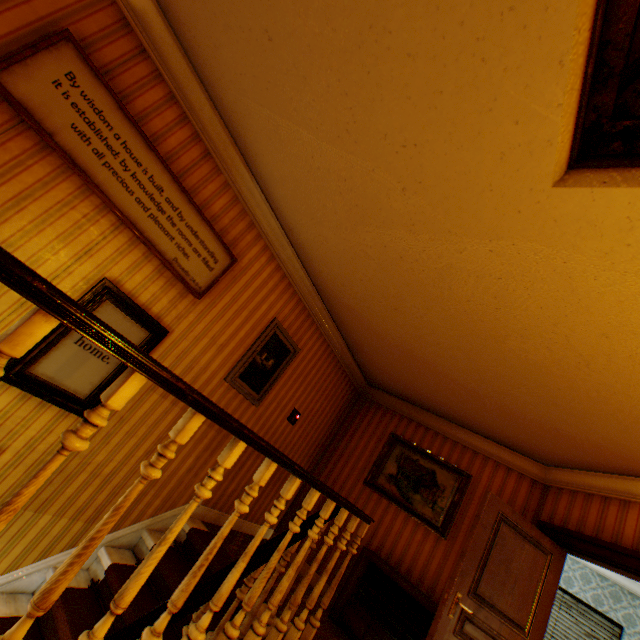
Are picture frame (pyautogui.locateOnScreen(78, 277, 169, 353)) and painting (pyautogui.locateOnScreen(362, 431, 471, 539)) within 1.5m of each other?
no

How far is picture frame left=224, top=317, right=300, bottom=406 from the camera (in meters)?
3.96

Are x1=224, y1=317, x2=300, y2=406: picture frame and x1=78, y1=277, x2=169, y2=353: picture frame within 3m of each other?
yes

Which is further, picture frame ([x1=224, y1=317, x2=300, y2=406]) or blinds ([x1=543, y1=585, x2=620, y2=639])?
blinds ([x1=543, y1=585, x2=620, y2=639])

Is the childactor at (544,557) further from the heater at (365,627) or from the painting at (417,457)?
the painting at (417,457)

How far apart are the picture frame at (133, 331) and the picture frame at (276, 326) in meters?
1.0

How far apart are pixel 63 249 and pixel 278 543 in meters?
2.8 m

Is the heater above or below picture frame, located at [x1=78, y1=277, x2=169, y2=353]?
below
